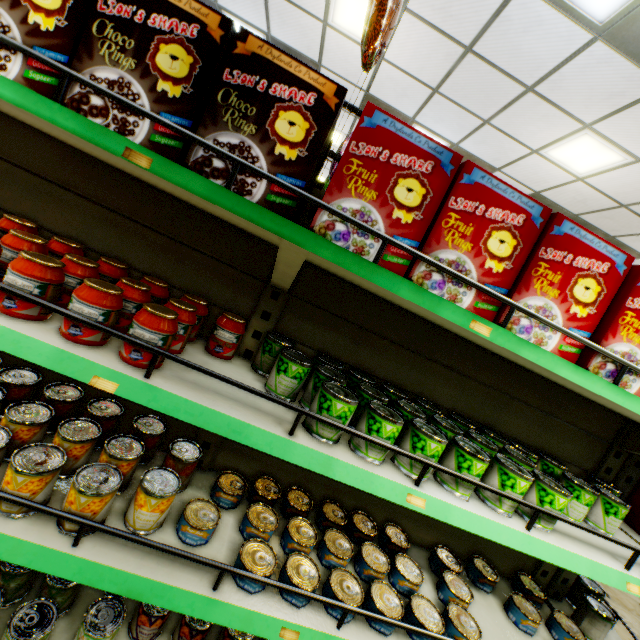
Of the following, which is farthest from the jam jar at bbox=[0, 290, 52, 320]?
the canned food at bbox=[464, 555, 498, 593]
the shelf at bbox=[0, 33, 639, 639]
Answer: the canned food at bbox=[464, 555, 498, 593]

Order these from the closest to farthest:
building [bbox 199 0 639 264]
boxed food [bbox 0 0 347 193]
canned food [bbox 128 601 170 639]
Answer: Answer:
boxed food [bbox 0 0 347 193]
canned food [bbox 128 601 170 639]
building [bbox 199 0 639 264]

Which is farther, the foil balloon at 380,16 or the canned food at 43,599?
the foil balloon at 380,16

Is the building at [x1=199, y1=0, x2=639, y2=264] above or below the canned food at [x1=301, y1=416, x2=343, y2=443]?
above

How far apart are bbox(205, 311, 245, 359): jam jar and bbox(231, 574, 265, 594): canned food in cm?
59

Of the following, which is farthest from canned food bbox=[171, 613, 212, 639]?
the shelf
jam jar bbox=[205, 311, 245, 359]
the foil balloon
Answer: the foil balloon

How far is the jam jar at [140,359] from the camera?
0.95m

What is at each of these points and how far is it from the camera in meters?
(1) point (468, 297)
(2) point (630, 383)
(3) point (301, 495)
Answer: (1) boxed food, 1.0
(2) boxed food, 1.1
(3) canned food, 1.6
